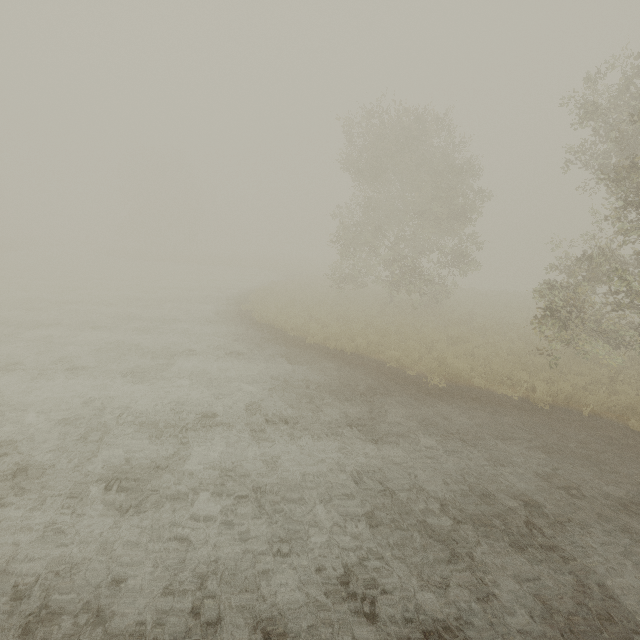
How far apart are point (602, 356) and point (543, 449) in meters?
4.0 m
